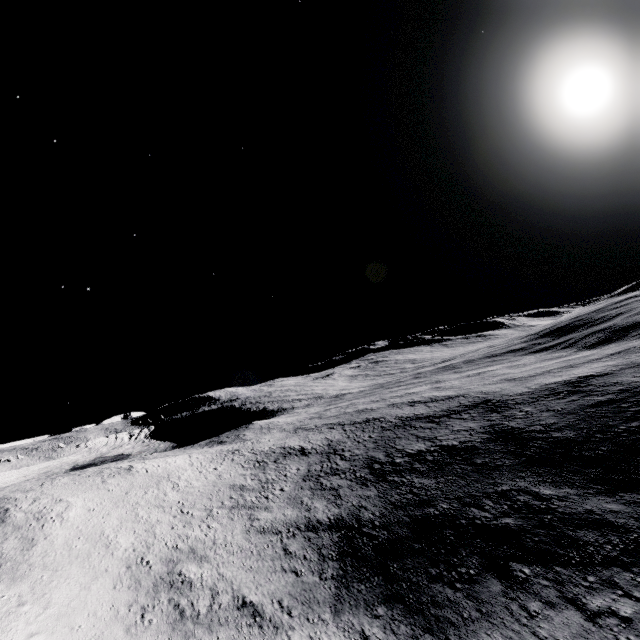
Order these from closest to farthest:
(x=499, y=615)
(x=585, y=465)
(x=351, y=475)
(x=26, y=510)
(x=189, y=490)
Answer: (x=499, y=615) → (x=585, y=465) → (x=26, y=510) → (x=351, y=475) → (x=189, y=490)
